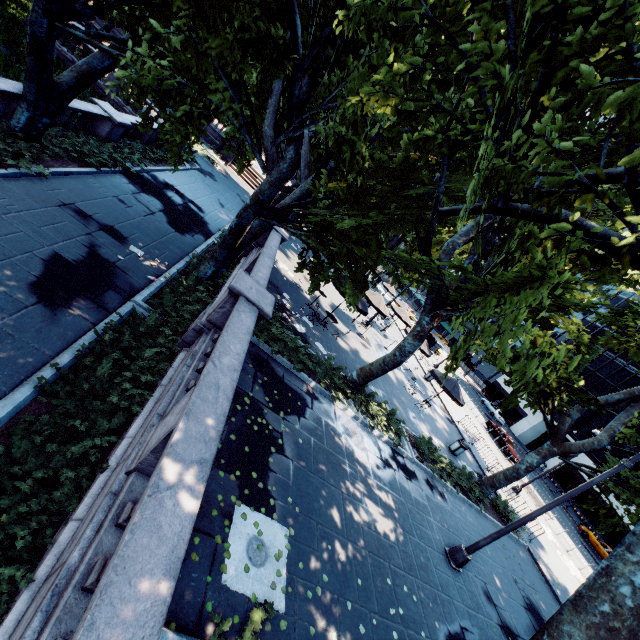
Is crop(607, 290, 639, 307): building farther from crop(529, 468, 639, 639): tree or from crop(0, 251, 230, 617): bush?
crop(0, 251, 230, 617): bush

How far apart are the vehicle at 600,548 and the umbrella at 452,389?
27.8m

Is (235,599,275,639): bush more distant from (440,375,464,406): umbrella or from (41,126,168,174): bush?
(440,375,464,406): umbrella

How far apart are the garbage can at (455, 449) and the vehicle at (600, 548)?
27.31m

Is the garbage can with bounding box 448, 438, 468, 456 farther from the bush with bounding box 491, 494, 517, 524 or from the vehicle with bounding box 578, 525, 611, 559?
the vehicle with bounding box 578, 525, 611, 559

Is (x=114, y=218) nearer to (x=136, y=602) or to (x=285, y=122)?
(x=285, y=122)

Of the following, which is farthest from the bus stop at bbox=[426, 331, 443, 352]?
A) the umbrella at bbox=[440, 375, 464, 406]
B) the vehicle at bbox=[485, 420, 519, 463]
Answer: the umbrella at bbox=[440, 375, 464, 406]

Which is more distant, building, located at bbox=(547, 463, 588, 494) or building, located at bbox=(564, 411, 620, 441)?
building, located at bbox=(564, 411, 620, 441)
